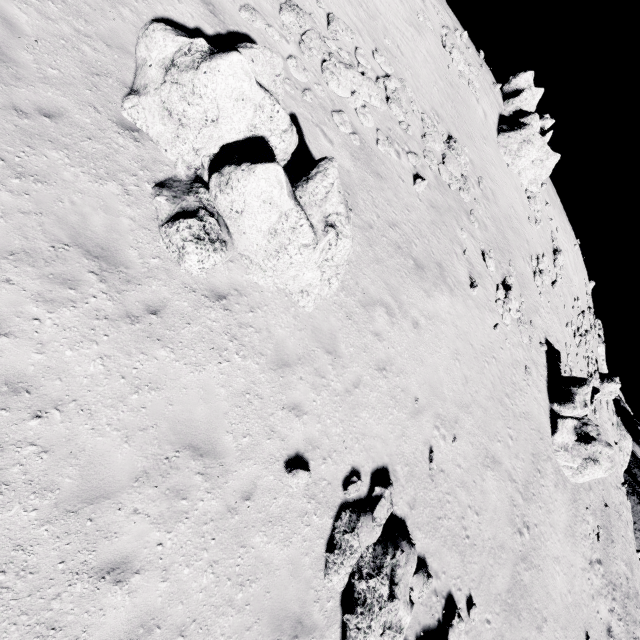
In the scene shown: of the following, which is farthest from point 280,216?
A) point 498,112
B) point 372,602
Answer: point 498,112

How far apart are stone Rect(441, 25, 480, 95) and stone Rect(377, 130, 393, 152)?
14.41m

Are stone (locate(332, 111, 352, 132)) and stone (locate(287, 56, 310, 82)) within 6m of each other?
yes

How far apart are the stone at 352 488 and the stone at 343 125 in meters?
12.0 m

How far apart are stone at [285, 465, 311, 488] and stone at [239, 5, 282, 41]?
13.7 meters

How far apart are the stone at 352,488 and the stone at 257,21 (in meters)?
14.53

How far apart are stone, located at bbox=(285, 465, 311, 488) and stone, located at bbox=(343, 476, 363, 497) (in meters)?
1.19

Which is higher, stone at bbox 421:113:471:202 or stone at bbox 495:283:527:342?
stone at bbox 421:113:471:202
